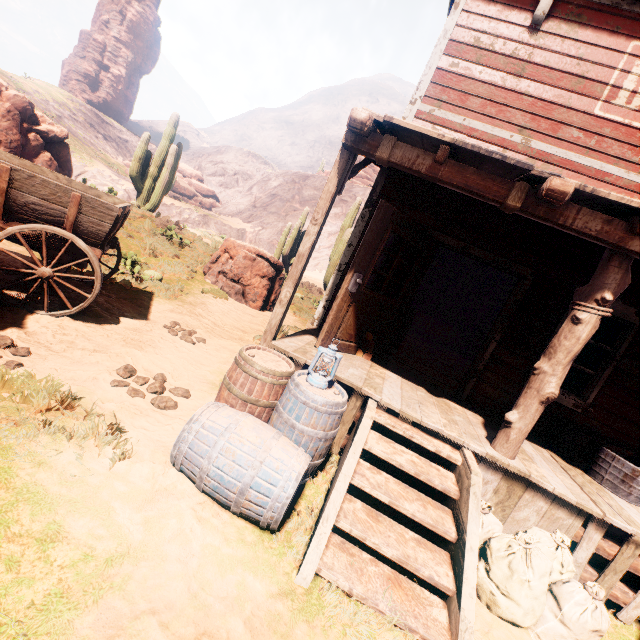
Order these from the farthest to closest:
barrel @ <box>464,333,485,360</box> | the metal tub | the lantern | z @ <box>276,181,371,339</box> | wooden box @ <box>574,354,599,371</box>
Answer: barrel @ <box>464,333,485,360</box>
wooden box @ <box>574,354,599,371</box>
z @ <box>276,181,371,339</box>
the metal tub
the lantern

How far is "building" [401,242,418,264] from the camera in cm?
538

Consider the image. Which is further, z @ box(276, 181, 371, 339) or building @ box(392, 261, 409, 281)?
z @ box(276, 181, 371, 339)

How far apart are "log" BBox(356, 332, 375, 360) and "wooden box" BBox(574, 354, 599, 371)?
8.99m

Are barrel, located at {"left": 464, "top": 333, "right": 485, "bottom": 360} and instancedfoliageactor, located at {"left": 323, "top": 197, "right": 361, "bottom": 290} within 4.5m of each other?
no

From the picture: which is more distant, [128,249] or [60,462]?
[128,249]

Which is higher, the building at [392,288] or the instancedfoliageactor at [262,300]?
the building at [392,288]

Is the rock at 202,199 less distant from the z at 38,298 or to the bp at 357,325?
the z at 38,298
